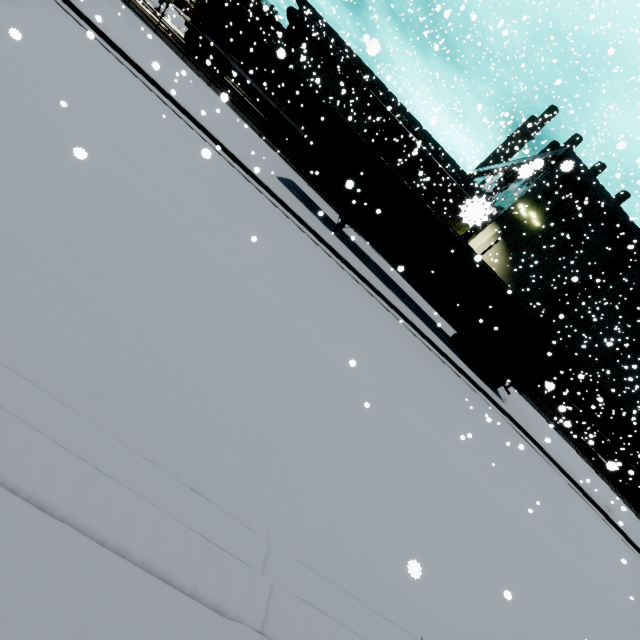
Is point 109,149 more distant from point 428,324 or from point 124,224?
point 428,324

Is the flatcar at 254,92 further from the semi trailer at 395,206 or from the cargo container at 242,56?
the semi trailer at 395,206

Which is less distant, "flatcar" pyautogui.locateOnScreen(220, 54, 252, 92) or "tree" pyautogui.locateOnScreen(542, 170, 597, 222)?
"flatcar" pyautogui.locateOnScreen(220, 54, 252, 92)

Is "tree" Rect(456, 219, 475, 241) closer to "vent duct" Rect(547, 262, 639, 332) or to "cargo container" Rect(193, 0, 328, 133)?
"cargo container" Rect(193, 0, 328, 133)

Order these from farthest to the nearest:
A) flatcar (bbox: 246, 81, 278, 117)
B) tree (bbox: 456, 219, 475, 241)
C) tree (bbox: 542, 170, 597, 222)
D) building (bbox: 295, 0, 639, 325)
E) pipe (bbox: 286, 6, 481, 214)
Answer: tree (bbox: 456, 219, 475, 241)
pipe (bbox: 286, 6, 481, 214)
tree (bbox: 542, 170, 597, 222)
building (bbox: 295, 0, 639, 325)
flatcar (bbox: 246, 81, 278, 117)

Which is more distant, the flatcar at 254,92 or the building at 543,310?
the building at 543,310

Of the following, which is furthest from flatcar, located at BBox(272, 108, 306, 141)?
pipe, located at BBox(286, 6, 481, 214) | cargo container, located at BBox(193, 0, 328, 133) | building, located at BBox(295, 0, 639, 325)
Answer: building, located at BBox(295, 0, 639, 325)

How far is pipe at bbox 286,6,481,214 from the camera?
32.27m
